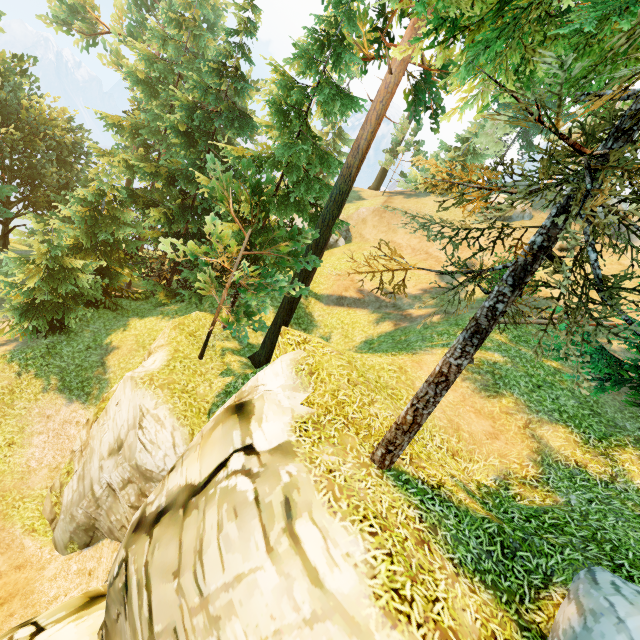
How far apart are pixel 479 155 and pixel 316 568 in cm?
5072
